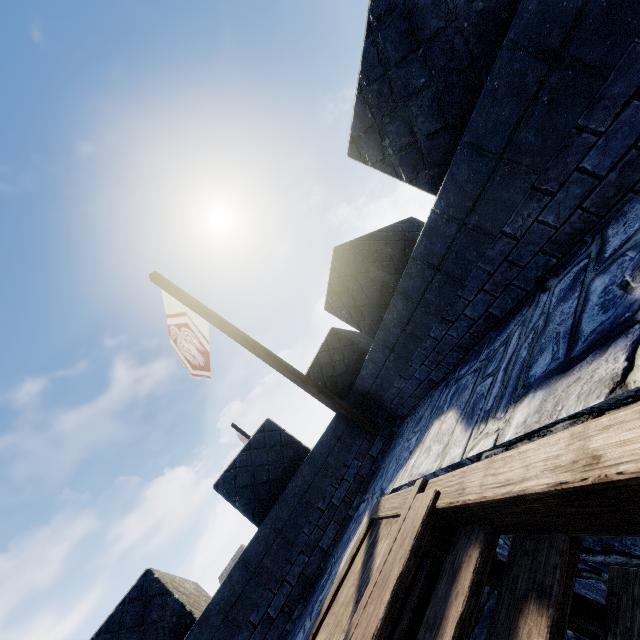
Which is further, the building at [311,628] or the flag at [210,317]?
the flag at [210,317]

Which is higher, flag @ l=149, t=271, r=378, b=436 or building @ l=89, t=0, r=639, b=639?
flag @ l=149, t=271, r=378, b=436

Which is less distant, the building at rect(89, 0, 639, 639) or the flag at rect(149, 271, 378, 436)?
the building at rect(89, 0, 639, 639)

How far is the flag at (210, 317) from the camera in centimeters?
554cm

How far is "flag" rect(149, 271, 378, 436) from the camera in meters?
5.5

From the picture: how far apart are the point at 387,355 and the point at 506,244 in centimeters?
228cm
